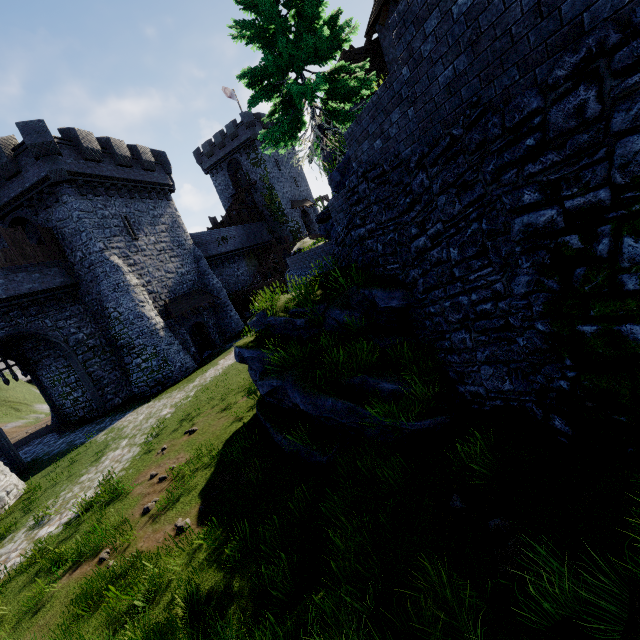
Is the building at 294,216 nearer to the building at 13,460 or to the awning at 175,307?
the building at 13,460

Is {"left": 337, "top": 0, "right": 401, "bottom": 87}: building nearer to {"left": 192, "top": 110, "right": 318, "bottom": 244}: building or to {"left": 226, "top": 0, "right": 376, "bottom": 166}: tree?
{"left": 226, "top": 0, "right": 376, "bottom": 166}: tree

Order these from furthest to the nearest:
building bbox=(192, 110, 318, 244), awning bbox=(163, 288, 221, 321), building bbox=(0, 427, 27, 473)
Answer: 1. building bbox=(192, 110, 318, 244)
2. awning bbox=(163, 288, 221, 321)
3. building bbox=(0, 427, 27, 473)

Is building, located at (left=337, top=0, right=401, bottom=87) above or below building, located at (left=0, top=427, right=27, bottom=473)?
above

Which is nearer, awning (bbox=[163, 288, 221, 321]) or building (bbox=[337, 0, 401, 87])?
building (bbox=[337, 0, 401, 87])

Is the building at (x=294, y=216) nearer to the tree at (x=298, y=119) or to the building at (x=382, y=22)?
the building at (x=382, y=22)

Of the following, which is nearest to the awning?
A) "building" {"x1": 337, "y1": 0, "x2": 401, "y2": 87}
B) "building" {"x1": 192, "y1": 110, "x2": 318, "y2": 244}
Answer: "building" {"x1": 337, "y1": 0, "x2": 401, "y2": 87}

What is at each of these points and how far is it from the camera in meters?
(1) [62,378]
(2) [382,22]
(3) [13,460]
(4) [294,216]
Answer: (1) building, 20.7
(2) building, 15.1
(3) building, 15.9
(4) building, 45.5
